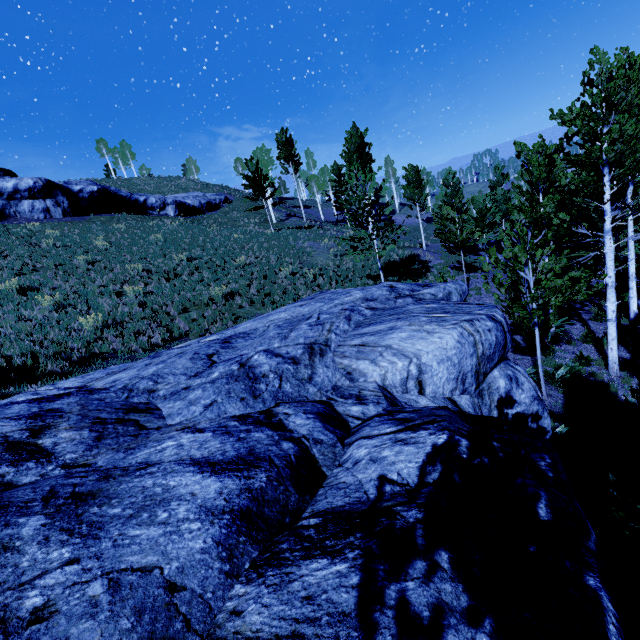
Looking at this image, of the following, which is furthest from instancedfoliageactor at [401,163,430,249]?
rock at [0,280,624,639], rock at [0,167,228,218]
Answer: rock at [0,167,228,218]

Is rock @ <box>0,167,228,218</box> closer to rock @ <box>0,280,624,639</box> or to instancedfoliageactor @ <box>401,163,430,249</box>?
instancedfoliageactor @ <box>401,163,430,249</box>

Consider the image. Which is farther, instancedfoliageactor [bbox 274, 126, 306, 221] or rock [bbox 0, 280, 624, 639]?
instancedfoliageactor [bbox 274, 126, 306, 221]

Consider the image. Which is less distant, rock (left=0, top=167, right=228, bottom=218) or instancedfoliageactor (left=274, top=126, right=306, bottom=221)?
rock (left=0, top=167, right=228, bottom=218)

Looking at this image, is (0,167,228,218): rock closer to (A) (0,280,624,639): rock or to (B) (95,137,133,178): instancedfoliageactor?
(A) (0,280,624,639): rock

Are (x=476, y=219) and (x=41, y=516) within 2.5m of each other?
no

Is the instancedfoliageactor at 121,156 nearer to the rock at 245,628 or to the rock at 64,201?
the rock at 64,201

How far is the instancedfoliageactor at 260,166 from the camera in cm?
2722
